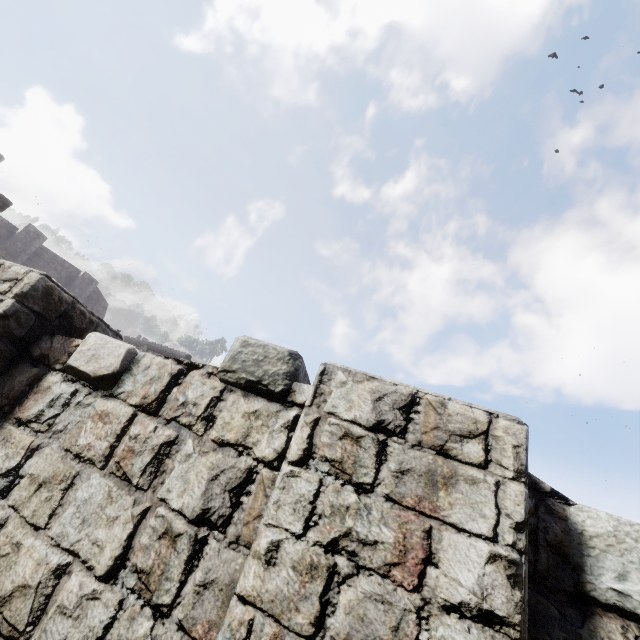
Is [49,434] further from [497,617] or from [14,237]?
[14,237]
